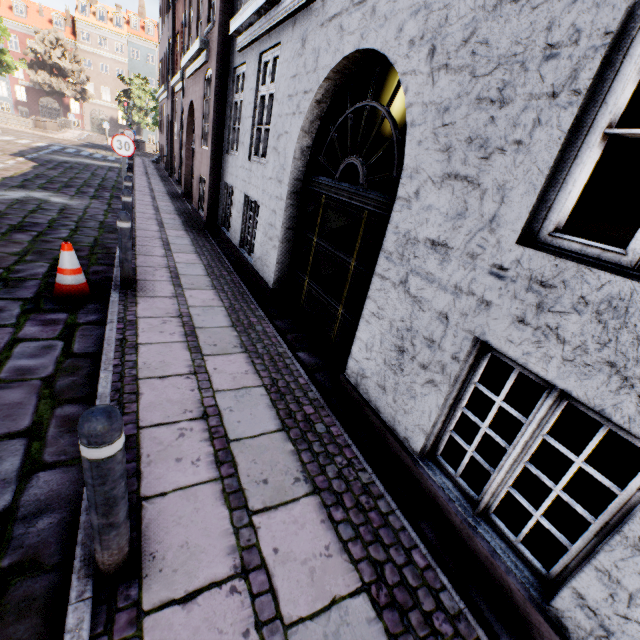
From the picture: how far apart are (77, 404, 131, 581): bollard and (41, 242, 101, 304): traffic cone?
3.60m

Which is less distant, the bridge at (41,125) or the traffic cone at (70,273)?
the traffic cone at (70,273)

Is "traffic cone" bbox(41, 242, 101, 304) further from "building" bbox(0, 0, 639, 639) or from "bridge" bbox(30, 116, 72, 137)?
"bridge" bbox(30, 116, 72, 137)

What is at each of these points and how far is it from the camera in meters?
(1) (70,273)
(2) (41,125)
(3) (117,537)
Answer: (1) traffic cone, 4.3
(2) bridge, 28.1
(3) bollard, 1.6

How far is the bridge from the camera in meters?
27.5

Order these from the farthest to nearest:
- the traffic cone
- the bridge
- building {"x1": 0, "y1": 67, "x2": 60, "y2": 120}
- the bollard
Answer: building {"x1": 0, "y1": 67, "x2": 60, "y2": 120} < the bridge < the traffic cone < the bollard

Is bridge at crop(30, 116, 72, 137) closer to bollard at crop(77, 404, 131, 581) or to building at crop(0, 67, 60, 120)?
building at crop(0, 67, 60, 120)

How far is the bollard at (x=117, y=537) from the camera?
1.3m
